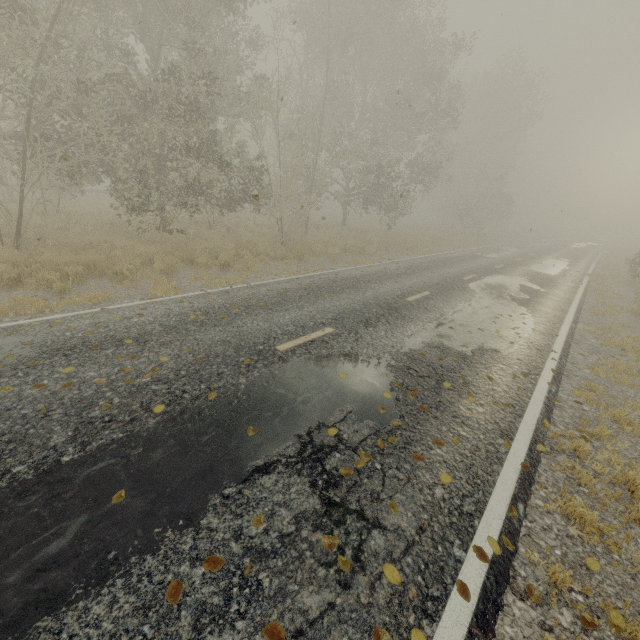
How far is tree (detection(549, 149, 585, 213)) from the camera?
56.59m

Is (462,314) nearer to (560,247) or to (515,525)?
(515,525)

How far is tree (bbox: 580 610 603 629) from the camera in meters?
2.5 m

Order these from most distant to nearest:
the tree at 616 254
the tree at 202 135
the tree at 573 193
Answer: the tree at 573 193 < the tree at 616 254 < the tree at 202 135

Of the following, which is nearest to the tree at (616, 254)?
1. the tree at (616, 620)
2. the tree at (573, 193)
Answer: the tree at (616, 620)

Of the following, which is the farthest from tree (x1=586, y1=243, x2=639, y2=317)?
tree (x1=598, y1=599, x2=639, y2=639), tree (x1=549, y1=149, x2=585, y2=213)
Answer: tree (x1=549, y1=149, x2=585, y2=213)

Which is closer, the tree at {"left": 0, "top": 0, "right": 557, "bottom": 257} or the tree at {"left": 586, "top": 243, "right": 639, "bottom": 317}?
the tree at {"left": 0, "top": 0, "right": 557, "bottom": 257}

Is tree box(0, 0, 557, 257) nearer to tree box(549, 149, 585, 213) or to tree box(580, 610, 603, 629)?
tree box(580, 610, 603, 629)
